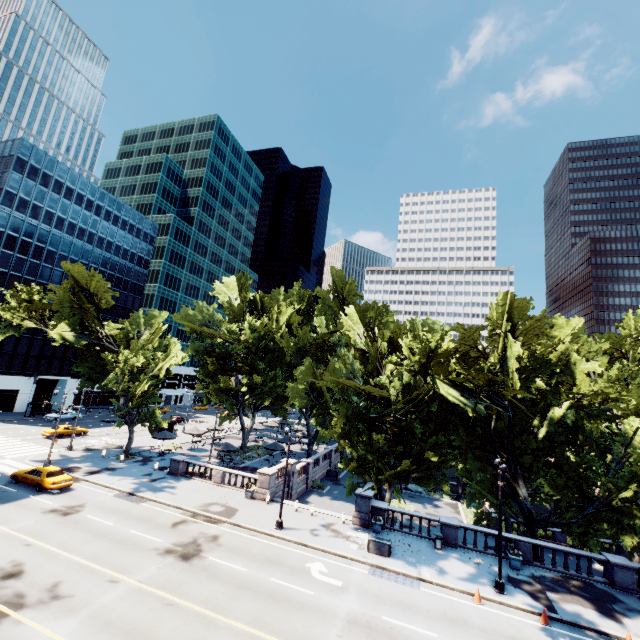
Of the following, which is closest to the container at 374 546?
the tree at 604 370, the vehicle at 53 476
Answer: the tree at 604 370

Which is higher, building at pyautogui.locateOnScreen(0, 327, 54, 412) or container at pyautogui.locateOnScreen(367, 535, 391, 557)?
building at pyautogui.locateOnScreen(0, 327, 54, 412)

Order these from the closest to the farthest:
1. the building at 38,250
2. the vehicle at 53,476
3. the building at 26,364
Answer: the vehicle at 53,476 < the building at 38,250 < the building at 26,364

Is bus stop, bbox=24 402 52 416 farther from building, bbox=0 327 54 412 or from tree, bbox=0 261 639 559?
tree, bbox=0 261 639 559

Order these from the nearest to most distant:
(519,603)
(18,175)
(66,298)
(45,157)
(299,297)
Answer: (519,603) < (66,298) < (299,297) < (18,175) < (45,157)

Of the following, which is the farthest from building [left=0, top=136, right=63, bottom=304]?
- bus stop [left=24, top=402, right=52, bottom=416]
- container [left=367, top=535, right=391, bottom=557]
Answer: container [left=367, top=535, right=391, bottom=557]

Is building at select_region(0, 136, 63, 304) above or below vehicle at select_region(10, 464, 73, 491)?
above

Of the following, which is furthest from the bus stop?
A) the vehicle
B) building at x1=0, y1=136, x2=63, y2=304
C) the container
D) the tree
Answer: the container
